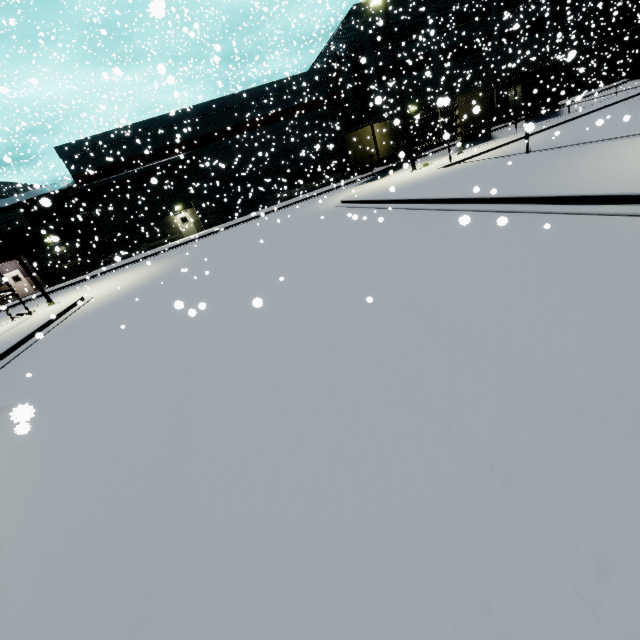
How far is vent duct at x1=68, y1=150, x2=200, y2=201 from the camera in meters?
29.7 m

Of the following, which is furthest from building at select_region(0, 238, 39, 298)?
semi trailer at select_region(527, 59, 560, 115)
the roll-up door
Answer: semi trailer at select_region(527, 59, 560, 115)

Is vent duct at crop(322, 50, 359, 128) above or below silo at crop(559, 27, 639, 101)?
above

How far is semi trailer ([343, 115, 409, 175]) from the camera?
24.92m

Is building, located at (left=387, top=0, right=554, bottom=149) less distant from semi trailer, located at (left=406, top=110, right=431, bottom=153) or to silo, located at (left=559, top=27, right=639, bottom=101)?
silo, located at (left=559, top=27, right=639, bottom=101)

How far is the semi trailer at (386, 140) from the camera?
24.92m

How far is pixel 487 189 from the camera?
9.73m

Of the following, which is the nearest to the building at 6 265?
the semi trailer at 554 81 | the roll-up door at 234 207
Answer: the roll-up door at 234 207
